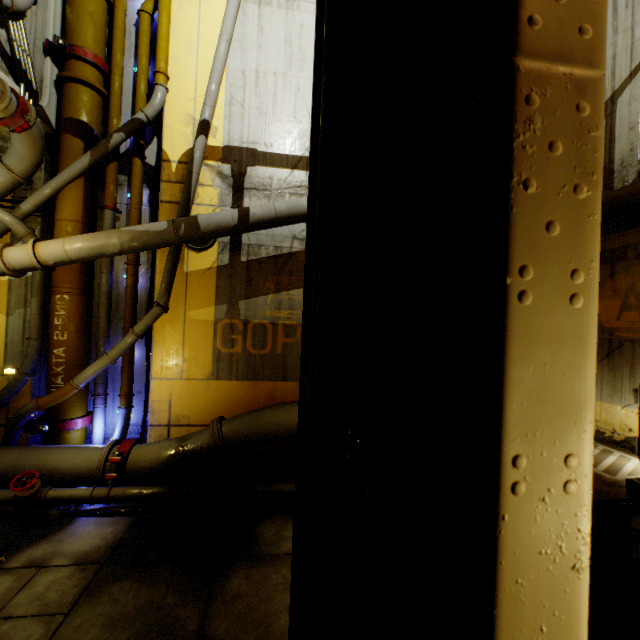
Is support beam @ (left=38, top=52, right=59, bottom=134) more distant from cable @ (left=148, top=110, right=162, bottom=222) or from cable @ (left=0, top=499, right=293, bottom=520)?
→ cable @ (left=0, top=499, right=293, bottom=520)

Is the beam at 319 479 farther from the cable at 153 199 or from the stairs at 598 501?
the cable at 153 199

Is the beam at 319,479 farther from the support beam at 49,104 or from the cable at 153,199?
the support beam at 49,104

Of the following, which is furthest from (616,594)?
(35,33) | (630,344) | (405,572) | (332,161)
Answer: (35,33)

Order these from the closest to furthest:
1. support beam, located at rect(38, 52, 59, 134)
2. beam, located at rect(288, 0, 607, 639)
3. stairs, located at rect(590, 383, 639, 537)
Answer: beam, located at rect(288, 0, 607, 639), stairs, located at rect(590, 383, 639, 537), support beam, located at rect(38, 52, 59, 134)

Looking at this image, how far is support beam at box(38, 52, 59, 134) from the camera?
6.7 meters

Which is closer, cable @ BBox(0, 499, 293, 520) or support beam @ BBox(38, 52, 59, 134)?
cable @ BBox(0, 499, 293, 520)

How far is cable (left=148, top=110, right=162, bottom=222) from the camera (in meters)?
7.61
